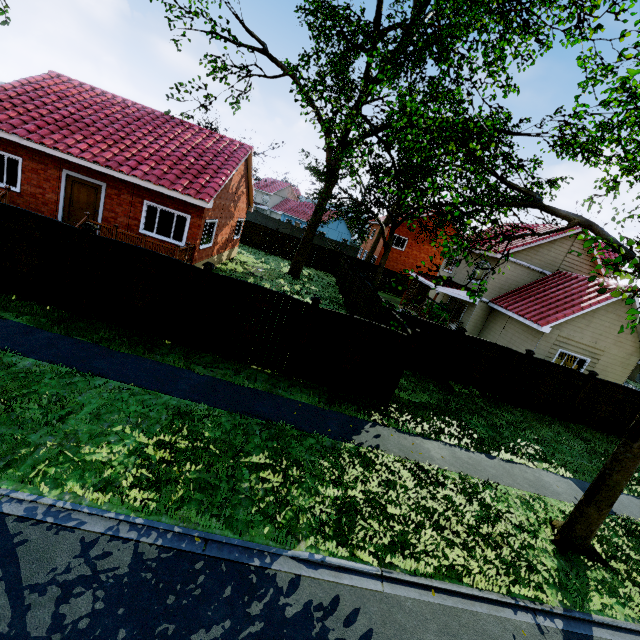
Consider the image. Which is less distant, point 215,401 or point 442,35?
point 215,401

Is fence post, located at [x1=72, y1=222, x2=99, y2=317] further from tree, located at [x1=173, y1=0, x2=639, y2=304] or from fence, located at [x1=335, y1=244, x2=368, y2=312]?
tree, located at [x1=173, y1=0, x2=639, y2=304]

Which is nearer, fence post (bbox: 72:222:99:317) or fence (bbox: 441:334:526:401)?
fence post (bbox: 72:222:99:317)

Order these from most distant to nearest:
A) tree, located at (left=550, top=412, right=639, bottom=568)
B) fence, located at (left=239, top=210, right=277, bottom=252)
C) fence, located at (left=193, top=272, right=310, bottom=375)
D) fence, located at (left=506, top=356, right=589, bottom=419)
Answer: fence, located at (left=239, top=210, right=277, bottom=252) < fence, located at (left=506, top=356, right=589, bottom=419) < fence, located at (left=193, top=272, right=310, bottom=375) < tree, located at (left=550, top=412, right=639, bottom=568)

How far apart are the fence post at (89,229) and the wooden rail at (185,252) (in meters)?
4.26

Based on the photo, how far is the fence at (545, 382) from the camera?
13.2 meters

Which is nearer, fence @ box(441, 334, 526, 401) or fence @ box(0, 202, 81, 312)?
fence @ box(0, 202, 81, 312)
